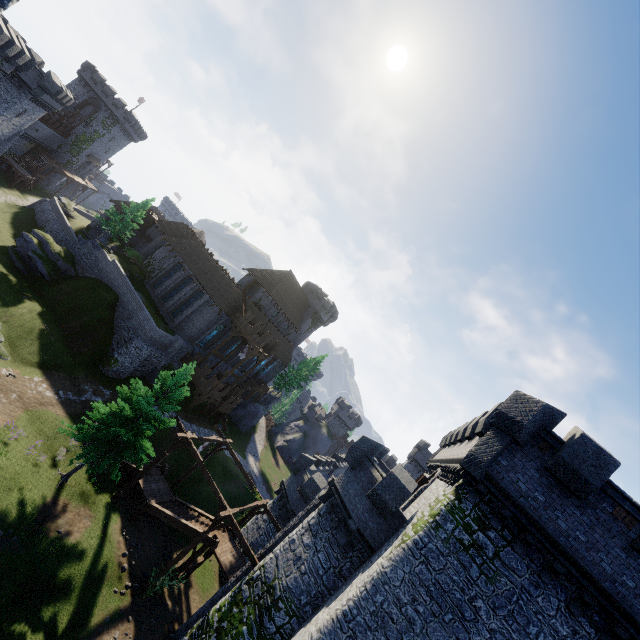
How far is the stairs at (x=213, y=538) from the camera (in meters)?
20.97

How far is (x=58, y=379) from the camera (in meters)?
27.39

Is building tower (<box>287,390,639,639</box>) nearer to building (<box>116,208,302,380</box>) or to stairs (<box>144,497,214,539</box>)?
stairs (<box>144,497,214,539</box>)

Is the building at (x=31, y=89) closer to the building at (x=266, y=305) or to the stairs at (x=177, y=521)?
the building at (x=266, y=305)

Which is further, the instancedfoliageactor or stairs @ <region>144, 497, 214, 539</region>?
stairs @ <region>144, 497, 214, 539</region>

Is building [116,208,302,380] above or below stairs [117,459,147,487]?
above

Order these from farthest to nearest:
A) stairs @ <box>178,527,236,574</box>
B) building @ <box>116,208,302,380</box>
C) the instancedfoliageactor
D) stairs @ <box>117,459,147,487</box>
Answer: building @ <box>116,208,302,380</box>
stairs @ <box>117,459,147,487</box>
stairs @ <box>178,527,236,574</box>
the instancedfoliageactor

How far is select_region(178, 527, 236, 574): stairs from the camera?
21.0m
